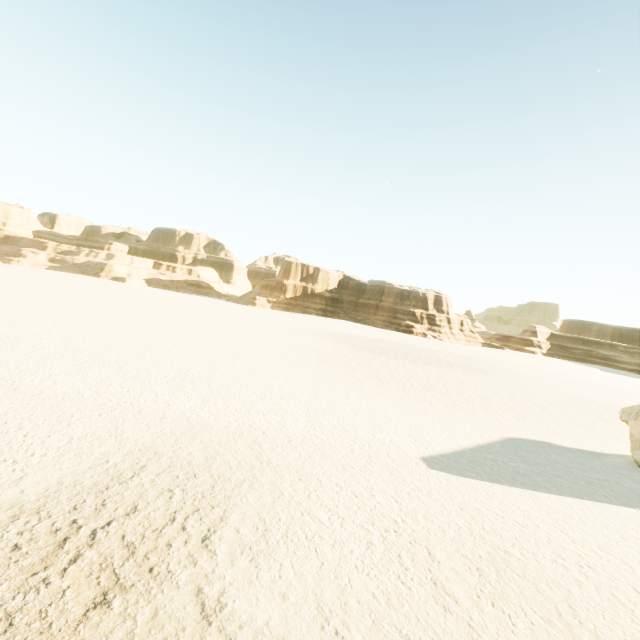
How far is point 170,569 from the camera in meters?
4.5 m
